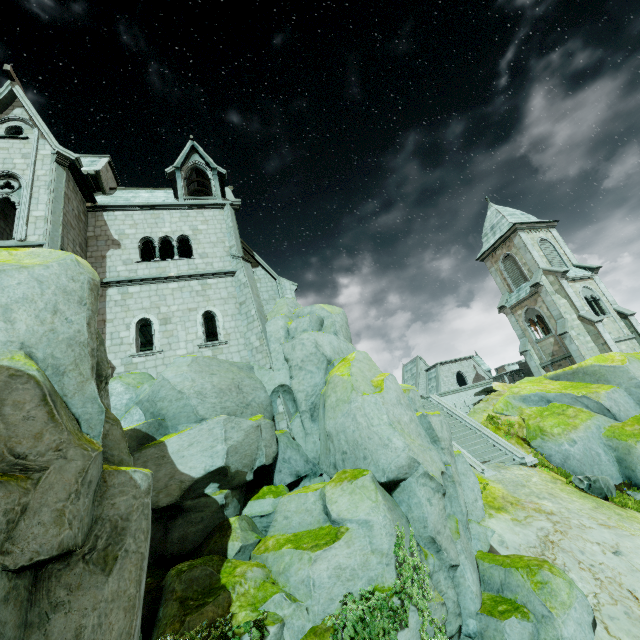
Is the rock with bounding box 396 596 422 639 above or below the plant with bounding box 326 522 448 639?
below

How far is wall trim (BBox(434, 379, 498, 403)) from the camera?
22.8m

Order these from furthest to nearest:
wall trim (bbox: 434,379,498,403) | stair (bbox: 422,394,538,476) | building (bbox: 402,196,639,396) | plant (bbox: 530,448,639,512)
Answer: building (bbox: 402,196,639,396), wall trim (bbox: 434,379,498,403), stair (bbox: 422,394,538,476), plant (bbox: 530,448,639,512)

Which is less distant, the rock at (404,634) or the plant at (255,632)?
the plant at (255,632)

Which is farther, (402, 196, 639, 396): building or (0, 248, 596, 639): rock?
(402, 196, 639, 396): building

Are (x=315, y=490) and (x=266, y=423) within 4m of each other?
yes

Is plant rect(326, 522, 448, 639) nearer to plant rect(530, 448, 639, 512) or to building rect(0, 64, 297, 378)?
building rect(0, 64, 297, 378)

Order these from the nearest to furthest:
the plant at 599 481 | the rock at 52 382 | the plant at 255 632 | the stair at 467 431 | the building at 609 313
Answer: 1. the rock at 52 382
2. the plant at 255 632
3. the plant at 599 481
4. the stair at 467 431
5. the building at 609 313
